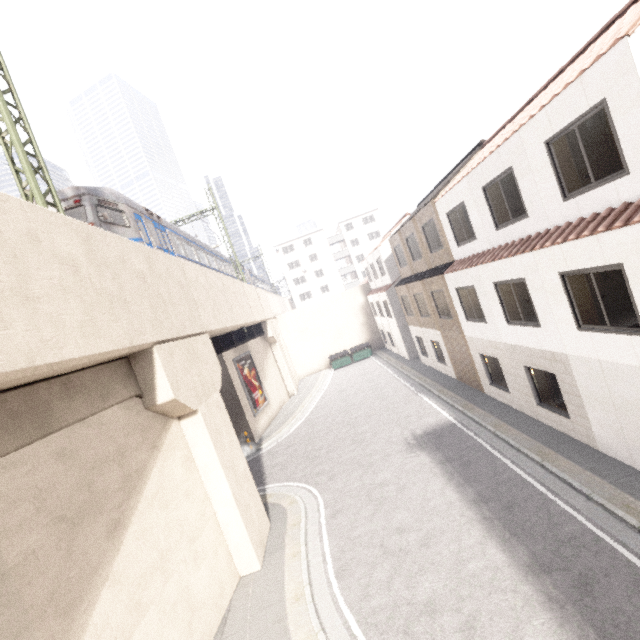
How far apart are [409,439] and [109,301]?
12.0m

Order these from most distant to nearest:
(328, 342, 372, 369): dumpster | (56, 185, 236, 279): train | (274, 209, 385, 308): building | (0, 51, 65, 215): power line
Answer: (274, 209, 385, 308): building → (328, 342, 372, 369): dumpster → (56, 185, 236, 279): train → (0, 51, 65, 215): power line

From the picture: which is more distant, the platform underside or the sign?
the sign

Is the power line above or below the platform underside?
above

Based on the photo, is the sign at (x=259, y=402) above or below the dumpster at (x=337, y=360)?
above

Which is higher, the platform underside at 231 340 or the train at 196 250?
the train at 196 250

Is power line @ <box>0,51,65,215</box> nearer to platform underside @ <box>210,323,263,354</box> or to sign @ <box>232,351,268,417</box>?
platform underside @ <box>210,323,263,354</box>

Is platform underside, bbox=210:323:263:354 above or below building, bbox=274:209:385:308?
below
